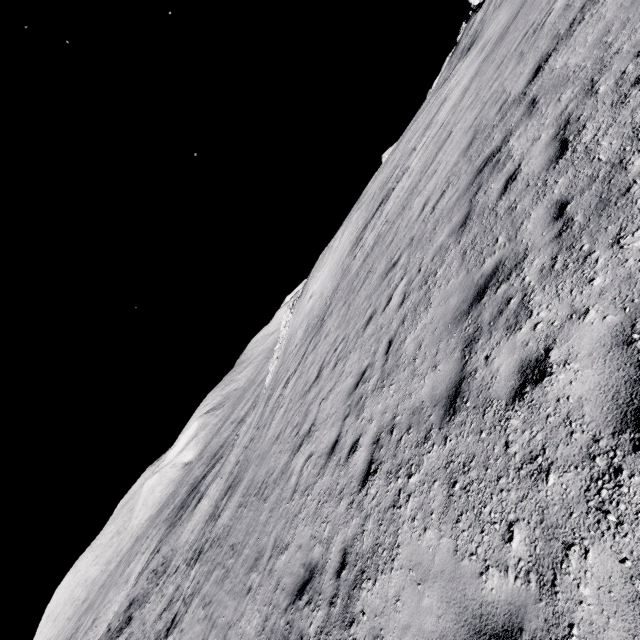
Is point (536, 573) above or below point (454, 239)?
below
